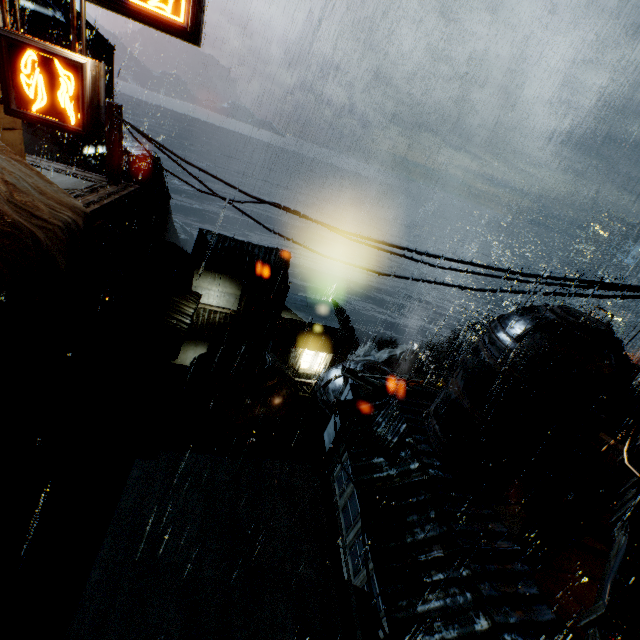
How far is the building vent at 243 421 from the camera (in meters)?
15.19

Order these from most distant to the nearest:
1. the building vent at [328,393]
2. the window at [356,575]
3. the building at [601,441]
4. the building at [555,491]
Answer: the building vent at [328,393], the building at [601,441], the window at [356,575], the building at [555,491]

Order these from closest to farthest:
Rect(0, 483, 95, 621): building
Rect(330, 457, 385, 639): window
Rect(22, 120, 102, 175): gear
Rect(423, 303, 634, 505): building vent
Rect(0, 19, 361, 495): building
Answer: Rect(0, 483, 95, 621): building, Rect(423, 303, 634, 505): building vent, Rect(330, 457, 385, 639): window, Rect(0, 19, 361, 495): building, Rect(22, 120, 102, 175): gear

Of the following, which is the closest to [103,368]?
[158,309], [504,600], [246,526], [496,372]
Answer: [158,309]

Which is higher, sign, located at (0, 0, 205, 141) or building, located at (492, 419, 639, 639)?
sign, located at (0, 0, 205, 141)

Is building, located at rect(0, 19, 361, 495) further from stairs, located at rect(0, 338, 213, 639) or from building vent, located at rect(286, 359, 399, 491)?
building vent, located at rect(286, 359, 399, 491)

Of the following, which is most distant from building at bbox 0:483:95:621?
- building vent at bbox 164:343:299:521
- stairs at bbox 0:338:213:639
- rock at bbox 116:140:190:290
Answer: rock at bbox 116:140:190:290

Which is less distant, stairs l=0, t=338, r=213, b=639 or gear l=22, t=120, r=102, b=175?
stairs l=0, t=338, r=213, b=639
